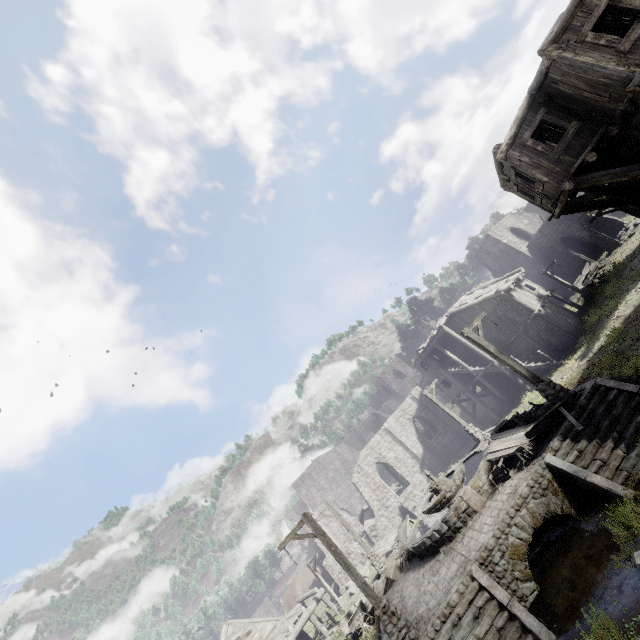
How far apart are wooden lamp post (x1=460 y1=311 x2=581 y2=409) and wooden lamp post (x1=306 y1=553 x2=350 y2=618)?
23.27m

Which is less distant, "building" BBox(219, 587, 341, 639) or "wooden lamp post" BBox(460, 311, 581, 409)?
"wooden lamp post" BBox(460, 311, 581, 409)

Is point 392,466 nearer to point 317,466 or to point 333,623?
point 333,623

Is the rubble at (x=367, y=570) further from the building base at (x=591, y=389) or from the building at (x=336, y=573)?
the building base at (x=591, y=389)

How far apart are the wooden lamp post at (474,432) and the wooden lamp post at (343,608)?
16.4 meters

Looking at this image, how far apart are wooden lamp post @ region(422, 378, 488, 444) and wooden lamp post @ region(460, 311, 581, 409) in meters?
9.1 m

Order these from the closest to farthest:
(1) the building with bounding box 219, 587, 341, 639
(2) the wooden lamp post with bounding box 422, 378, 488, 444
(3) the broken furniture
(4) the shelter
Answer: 1. (3) the broken furniture
2. (2) the wooden lamp post with bounding box 422, 378, 488, 444
3. (1) the building with bounding box 219, 587, 341, 639
4. (4) the shelter

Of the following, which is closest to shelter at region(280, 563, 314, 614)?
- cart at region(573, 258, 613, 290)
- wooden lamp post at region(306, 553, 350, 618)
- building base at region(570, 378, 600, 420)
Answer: wooden lamp post at region(306, 553, 350, 618)
